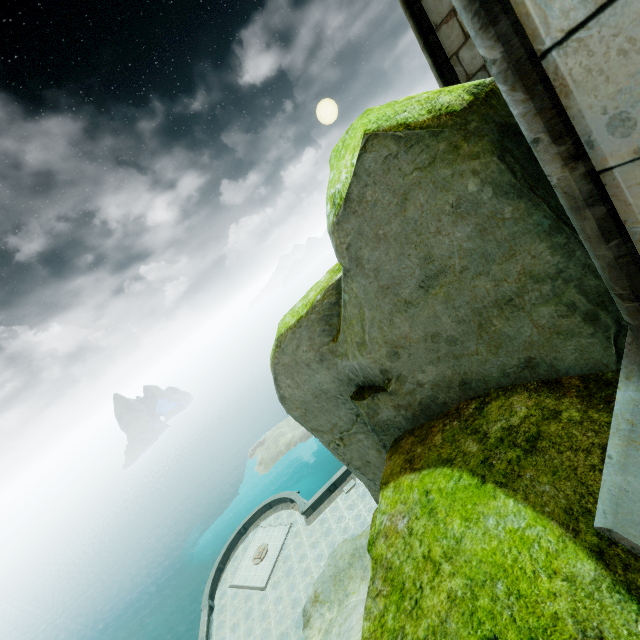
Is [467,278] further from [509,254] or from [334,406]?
[334,406]

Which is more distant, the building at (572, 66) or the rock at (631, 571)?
the rock at (631, 571)

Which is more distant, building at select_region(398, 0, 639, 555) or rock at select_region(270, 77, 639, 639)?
rock at select_region(270, 77, 639, 639)
